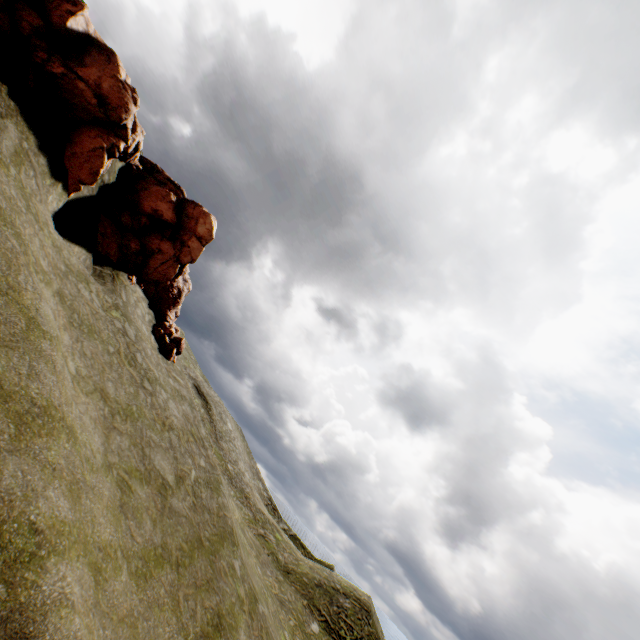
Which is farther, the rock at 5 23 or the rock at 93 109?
the rock at 93 109

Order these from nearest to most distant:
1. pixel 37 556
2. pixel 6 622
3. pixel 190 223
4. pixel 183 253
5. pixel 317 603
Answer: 1. pixel 6 622
2. pixel 37 556
3. pixel 183 253
4. pixel 190 223
5. pixel 317 603

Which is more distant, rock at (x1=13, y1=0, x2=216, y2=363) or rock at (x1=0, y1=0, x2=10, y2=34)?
rock at (x1=13, y1=0, x2=216, y2=363)
